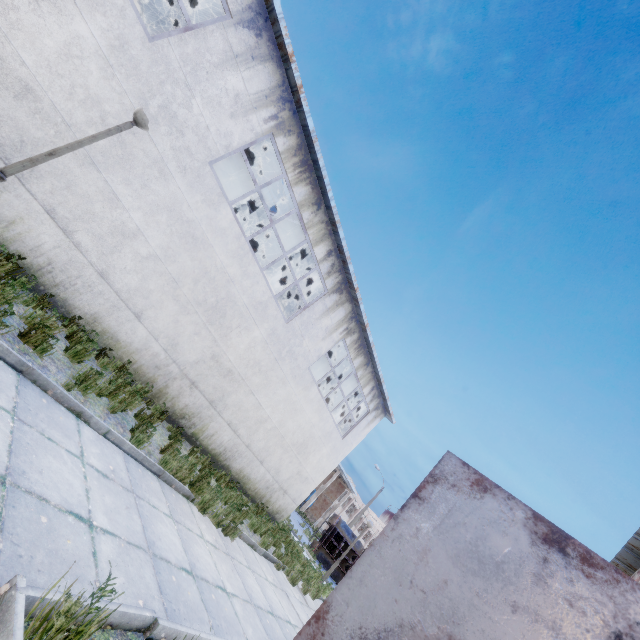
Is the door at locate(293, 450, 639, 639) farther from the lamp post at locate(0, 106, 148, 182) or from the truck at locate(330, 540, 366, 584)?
the truck at locate(330, 540, 366, 584)

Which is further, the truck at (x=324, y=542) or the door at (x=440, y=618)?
the truck at (x=324, y=542)

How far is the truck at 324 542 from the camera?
20.8m

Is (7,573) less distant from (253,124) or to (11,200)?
(11,200)

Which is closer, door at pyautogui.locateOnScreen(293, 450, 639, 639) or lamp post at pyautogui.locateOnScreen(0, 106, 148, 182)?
door at pyautogui.locateOnScreen(293, 450, 639, 639)

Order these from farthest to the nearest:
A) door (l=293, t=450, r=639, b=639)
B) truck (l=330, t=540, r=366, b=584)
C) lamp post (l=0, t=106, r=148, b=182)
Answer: truck (l=330, t=540, r=366, b=584)
lamp post (l=0, t=106, r=148, b=182)
door (l=293, t=450, r=639, b=639)

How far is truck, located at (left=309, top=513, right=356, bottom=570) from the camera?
20.81m
